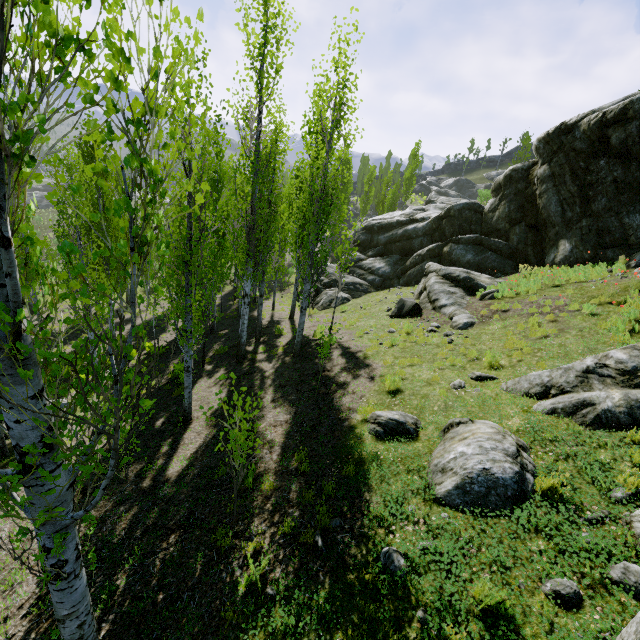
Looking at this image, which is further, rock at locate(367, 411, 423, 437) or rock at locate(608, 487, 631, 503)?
rock at locate(367, 411, 423, 437)

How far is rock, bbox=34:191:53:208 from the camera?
55.6m

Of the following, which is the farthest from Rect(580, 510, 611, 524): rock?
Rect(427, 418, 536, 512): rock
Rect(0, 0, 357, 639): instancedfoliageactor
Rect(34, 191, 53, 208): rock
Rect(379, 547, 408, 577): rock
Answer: Rect(34, 191, 53, 208): rock

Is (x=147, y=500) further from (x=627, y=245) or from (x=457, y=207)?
(x=457, y=207)

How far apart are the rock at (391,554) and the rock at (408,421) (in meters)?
2.42

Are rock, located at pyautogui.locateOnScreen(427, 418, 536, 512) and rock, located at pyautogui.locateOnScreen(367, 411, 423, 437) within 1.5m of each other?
yes

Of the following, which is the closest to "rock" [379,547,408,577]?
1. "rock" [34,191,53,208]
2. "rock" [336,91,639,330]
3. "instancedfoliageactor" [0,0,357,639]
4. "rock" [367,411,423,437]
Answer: "rock" [336,91,639,330]

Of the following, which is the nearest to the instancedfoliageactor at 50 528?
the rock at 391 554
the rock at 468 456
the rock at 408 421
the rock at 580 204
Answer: the rock at 580 204
